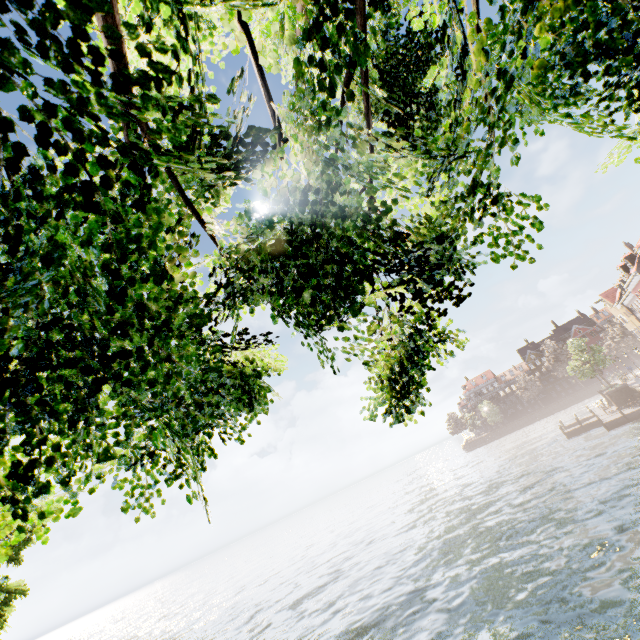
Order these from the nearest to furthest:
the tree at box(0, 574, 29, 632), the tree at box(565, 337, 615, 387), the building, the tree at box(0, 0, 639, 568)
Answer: the tree at box(0, 0, 639, 568) < the tree at box(0, 574, 29, 632) < the tree at box(565, 337, 615, 387) < the building

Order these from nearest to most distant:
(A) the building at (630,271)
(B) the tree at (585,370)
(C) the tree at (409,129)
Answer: (C) the tree at (409,129)
(B) the tree at (585,370)
(A) the building at (630,271)

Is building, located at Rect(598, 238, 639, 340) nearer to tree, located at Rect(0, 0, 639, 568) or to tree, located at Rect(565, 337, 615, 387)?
tree, located at Rect(0, 0, 639, 568)

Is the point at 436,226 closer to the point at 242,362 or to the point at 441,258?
the point at 441,258

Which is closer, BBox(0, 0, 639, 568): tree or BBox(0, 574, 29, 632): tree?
BBox(0, 0, 639, 568): tree

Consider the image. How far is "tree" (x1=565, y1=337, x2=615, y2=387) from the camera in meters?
39.0

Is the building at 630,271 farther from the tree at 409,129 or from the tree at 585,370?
the tree at 585,370

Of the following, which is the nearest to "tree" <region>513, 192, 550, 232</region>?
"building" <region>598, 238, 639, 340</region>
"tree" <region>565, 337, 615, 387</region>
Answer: "building" <region>598, 238, 639, 340</region>
